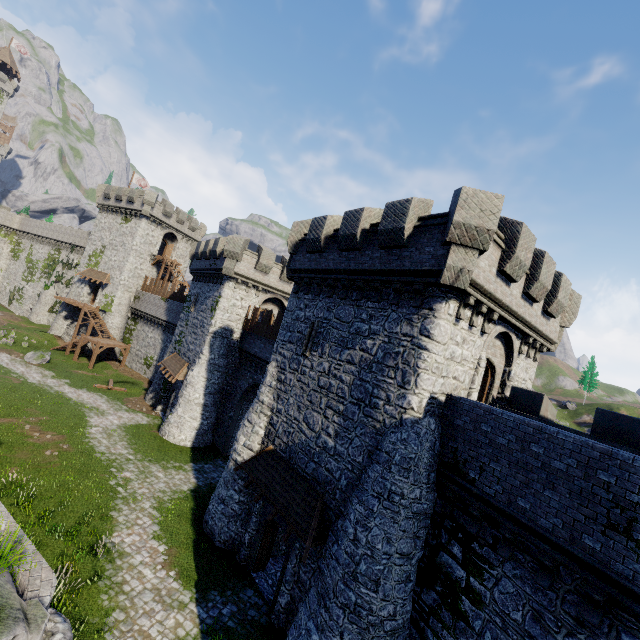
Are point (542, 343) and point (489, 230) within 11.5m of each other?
yes

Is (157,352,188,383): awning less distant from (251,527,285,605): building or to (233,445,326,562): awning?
(251,527,285,605): building

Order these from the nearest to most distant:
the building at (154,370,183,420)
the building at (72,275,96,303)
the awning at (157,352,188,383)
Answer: the awning at (157,352,188,383) → the building at (154,370,183,420) → the building at (72,275,96,303)

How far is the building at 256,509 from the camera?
14.9m

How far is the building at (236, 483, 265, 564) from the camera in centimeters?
1495cm

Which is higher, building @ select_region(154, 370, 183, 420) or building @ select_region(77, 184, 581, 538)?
building @ select_region(77, 184, 581, 538)

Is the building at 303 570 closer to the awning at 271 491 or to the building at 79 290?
the awning at 271 491

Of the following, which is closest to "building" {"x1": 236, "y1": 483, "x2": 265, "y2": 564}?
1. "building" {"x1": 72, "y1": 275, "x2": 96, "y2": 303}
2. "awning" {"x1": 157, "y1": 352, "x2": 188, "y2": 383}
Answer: "awning" {"x1": 157, "y1": 352, "x2": 188, "y2": 383}
